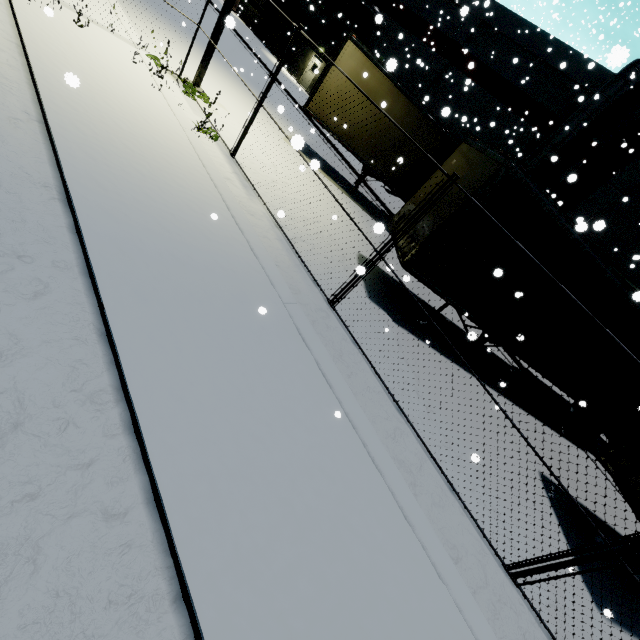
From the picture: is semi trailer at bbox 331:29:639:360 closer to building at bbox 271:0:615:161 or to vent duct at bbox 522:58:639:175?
vent duct at bbox 522:58:639:175

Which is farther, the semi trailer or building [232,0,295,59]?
building [232,0,295,59]

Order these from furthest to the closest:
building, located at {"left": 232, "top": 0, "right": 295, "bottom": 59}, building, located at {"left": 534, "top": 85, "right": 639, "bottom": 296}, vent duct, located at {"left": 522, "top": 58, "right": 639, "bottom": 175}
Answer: building, located at {"left": 232, "top": 0, "right": 295, "bottom": 59}
building, located at {"left": 534, "top": 85, "right": 639, "bottom": 296}
vent duct, located at {"left": 522, "top": 58, "right": 639, "bottom": 175}

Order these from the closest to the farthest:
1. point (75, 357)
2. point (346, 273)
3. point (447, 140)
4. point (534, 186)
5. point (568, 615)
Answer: point (75, 357) → point (568, 615) → point (534, 186) → point (346, 273) → point (447, 140)

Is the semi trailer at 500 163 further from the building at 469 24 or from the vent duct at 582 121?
the building at 469 24

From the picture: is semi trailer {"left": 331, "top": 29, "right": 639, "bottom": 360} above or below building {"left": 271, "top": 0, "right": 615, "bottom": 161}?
below

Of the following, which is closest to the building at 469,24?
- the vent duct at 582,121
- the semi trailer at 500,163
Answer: the vent duct at 582,121
